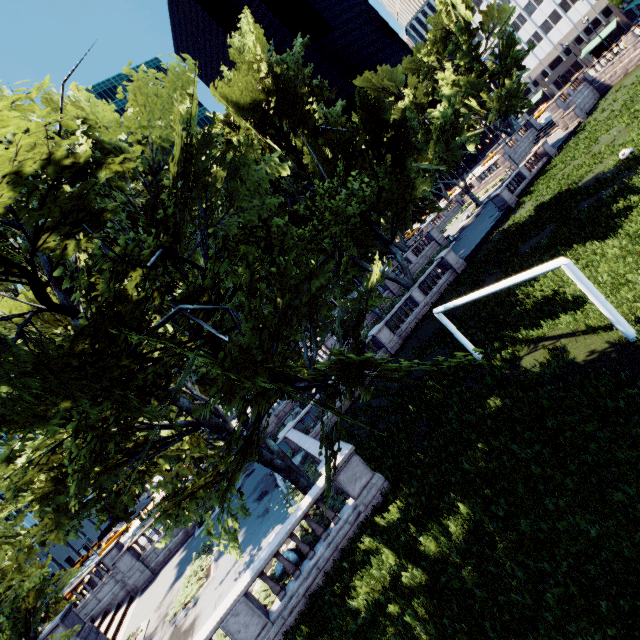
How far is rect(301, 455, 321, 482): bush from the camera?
15.8m

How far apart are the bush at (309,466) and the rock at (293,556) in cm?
409

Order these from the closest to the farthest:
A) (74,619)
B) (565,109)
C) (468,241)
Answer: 1. (74,619)
2. (468,241)
3. (565,109)

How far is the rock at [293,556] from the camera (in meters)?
11.49

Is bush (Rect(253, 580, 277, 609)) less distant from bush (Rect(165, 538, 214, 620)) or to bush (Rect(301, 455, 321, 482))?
bush (Rect(301, 455, 321, 482))

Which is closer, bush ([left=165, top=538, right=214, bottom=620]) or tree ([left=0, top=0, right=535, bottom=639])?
tree ([left=0, top=0, right=535, bottom=639])

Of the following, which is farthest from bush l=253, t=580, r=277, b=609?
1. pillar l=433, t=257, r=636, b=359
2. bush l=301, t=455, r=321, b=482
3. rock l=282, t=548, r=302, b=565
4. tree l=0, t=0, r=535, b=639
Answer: pillar l=433, t=257, r=636, b=359

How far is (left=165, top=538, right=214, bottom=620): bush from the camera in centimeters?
1620cm
